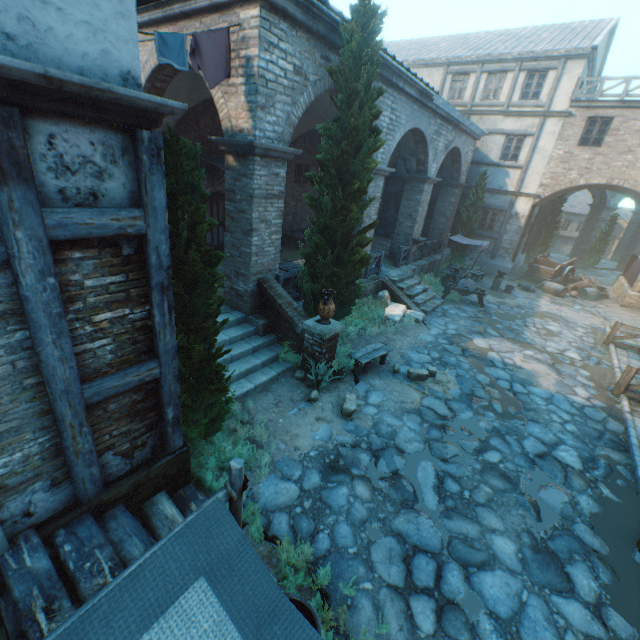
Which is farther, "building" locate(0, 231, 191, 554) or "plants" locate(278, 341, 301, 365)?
"plants" locate(278, 341, 301, 365)

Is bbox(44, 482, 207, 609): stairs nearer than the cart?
Yes

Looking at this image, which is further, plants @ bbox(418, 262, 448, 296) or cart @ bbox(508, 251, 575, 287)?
cart @ bbox(508, 251, 575, 287)

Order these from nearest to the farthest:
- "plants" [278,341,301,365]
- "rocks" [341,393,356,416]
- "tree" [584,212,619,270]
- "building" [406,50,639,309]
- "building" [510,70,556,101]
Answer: "rocks" [341,393,356,416] < "plants" [278,341,301,365] < "building" [406,50,639,309] < "building" [510,70,556,101] < "tree" [584,212,619,270]

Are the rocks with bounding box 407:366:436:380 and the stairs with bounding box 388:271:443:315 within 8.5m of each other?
yes

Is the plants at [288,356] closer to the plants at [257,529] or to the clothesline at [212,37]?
the plants at [257,529]

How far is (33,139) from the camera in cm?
229

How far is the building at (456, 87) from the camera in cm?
1884
